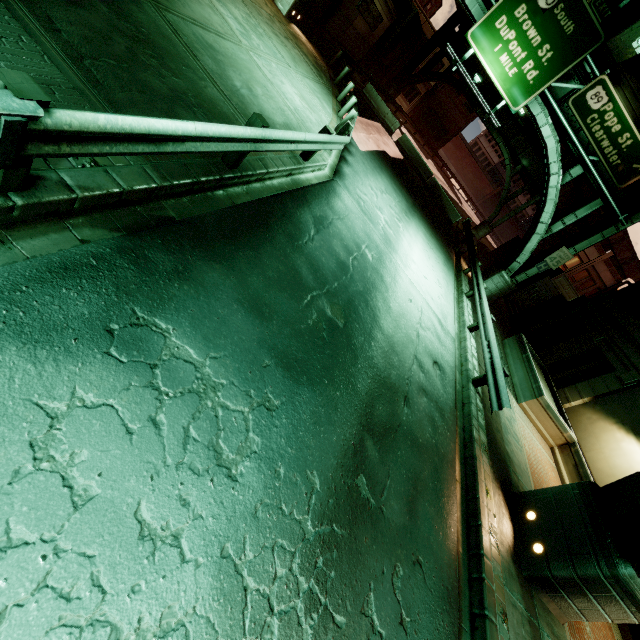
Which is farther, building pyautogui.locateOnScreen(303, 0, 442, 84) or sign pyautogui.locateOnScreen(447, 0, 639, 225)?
building pyautogui.locateOnScreen(303, 0, 442, 84)

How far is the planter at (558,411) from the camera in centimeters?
1244cm

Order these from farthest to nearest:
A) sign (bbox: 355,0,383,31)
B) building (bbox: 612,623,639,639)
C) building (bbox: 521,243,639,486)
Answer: sign (bbox: 355,0,383,31), building (bbox: 521,243,639,486), building (bbox: 612,623,639,639)

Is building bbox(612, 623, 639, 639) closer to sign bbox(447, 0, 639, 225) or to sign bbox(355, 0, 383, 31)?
sign bbox(447, 0, 639, 225)

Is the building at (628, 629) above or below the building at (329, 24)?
below

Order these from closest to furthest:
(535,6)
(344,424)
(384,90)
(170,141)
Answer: (170,141) < (344,424) < (535,6) < (384,90)

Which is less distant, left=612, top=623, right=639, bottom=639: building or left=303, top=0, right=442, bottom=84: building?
left=612, top=623, right=639, bottom=639: building

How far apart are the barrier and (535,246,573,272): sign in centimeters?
1573cm
